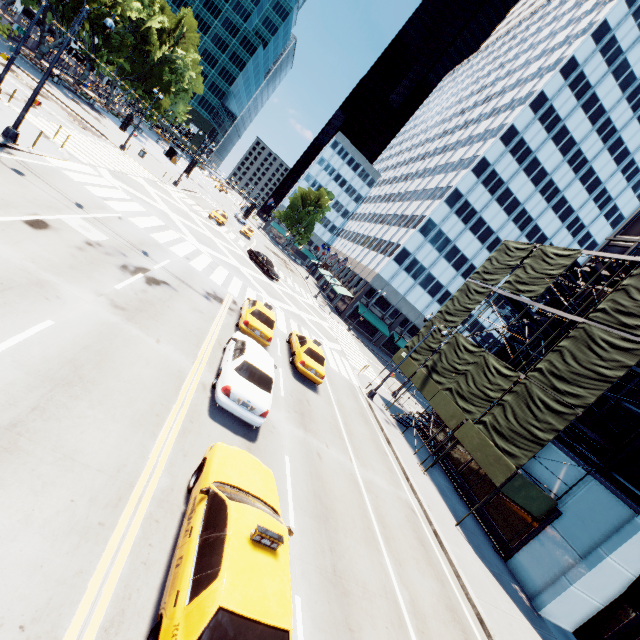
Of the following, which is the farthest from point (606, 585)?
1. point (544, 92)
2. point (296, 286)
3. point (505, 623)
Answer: point (544, 92)

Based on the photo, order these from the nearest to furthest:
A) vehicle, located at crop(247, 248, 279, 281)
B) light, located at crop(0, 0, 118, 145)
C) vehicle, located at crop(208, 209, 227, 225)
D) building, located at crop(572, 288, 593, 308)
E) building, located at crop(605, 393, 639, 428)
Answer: light, located at crop(0, 0, 118, 145) → building, located at crop(605, 393, 639, 428) → building, located at crop(572, 288, 593, 308) → vehicle, located at crop(247, 248, 279, 281) → vehicle, located at crop(208, 209, 227, 225)

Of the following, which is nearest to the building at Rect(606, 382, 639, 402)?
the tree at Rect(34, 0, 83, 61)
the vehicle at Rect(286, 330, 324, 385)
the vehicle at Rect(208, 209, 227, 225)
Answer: the vehicle at Rect(286, 330, 324, 385)

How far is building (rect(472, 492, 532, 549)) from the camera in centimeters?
1648cm

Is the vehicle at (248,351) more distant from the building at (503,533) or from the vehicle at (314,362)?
the building at (503,533)

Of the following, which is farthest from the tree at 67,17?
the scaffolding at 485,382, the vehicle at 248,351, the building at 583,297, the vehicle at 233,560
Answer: the building at 583,297

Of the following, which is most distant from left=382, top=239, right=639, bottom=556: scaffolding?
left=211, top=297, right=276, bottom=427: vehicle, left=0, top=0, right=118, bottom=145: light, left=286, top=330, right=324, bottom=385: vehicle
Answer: left=0, top=0, right=118, bottom=145: light

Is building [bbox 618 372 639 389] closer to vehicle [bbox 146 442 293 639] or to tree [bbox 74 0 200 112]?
vehicle [bbox 146 442 293 639]
